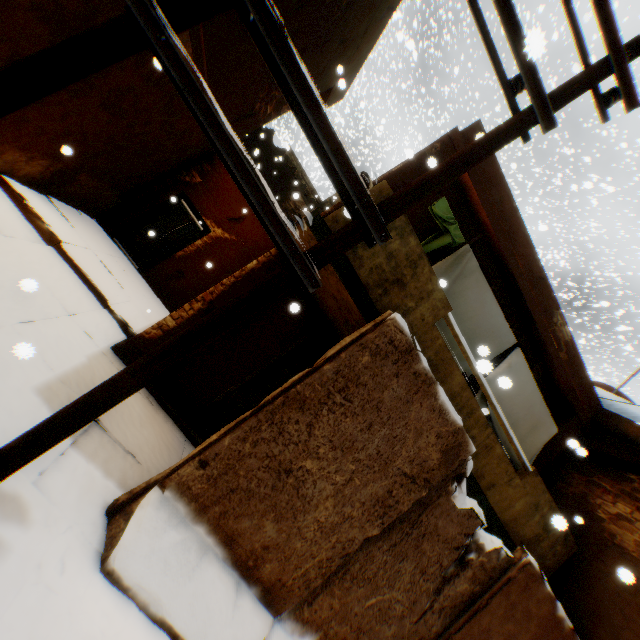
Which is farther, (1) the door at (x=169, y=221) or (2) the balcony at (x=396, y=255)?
(1) the door at (x=169, y=221)

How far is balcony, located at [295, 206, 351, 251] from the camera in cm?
369

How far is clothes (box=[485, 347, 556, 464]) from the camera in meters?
5.6

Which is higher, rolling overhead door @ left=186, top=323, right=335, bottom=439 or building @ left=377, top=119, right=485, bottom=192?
building @ left=377, top=119, right=485, bottom=192

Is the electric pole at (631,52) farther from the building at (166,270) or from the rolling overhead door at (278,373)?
the rolling overhead door at (278,373)

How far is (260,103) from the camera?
→ 8.6 meters

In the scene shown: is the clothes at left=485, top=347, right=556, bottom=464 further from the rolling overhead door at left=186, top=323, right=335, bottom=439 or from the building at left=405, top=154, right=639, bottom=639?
the rolling overhead door at left=186, top=323, right=335, bottom=439

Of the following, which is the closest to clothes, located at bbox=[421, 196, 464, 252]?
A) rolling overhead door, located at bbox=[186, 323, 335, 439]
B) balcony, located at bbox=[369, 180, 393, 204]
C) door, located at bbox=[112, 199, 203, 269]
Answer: balcony, located at bbox=[369, 180, 393, 204]
